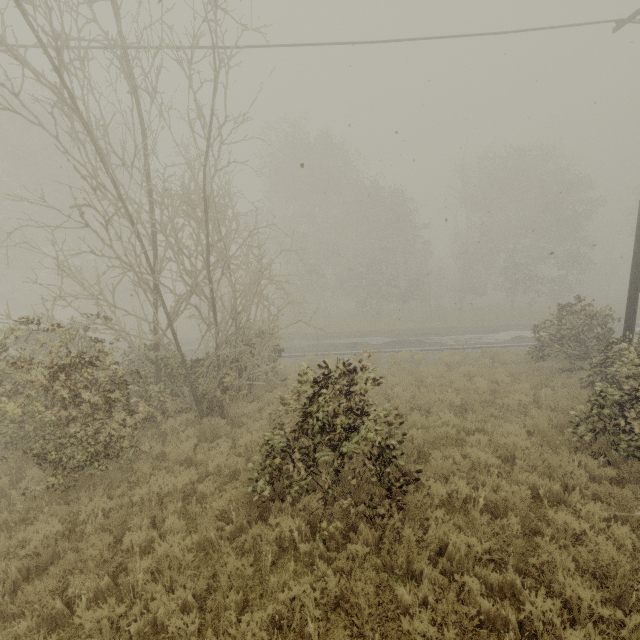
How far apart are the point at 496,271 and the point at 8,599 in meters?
36.4 m
